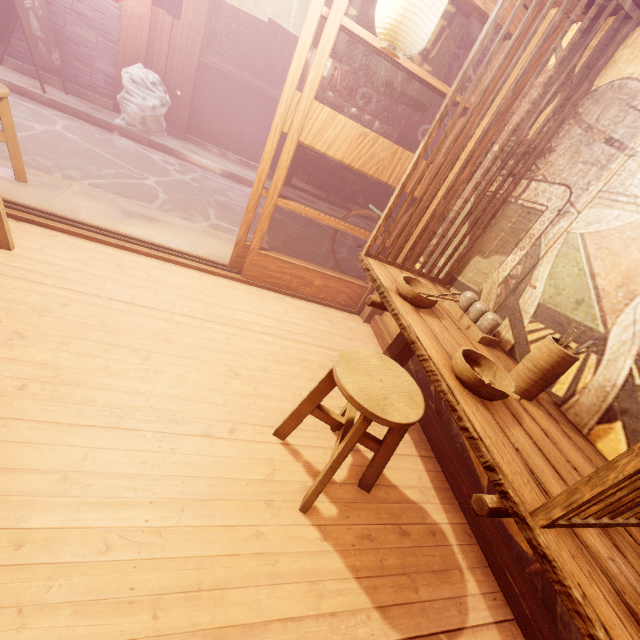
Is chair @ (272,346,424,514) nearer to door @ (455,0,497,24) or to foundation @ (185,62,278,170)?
door @ (455,0,497,24)

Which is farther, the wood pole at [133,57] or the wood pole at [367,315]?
the wood pole at [133,57]

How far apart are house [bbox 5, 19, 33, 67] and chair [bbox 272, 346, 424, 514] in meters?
13.5 m

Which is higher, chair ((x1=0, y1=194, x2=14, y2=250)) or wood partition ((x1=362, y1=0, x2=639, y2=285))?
wood partition ((x1=362, y1=0, x2=639, y2=285))

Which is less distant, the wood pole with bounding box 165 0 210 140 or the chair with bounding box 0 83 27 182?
the chair with bounding box 0 83 27 182

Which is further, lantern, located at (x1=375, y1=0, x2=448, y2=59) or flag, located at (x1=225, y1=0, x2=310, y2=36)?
flag, located at (x1=225, y1=0, x2=310, y2=36)

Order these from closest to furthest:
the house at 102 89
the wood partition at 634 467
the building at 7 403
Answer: the wood partition at 634 467, the building at 7 403, the house at 102 89

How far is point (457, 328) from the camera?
3.80m
